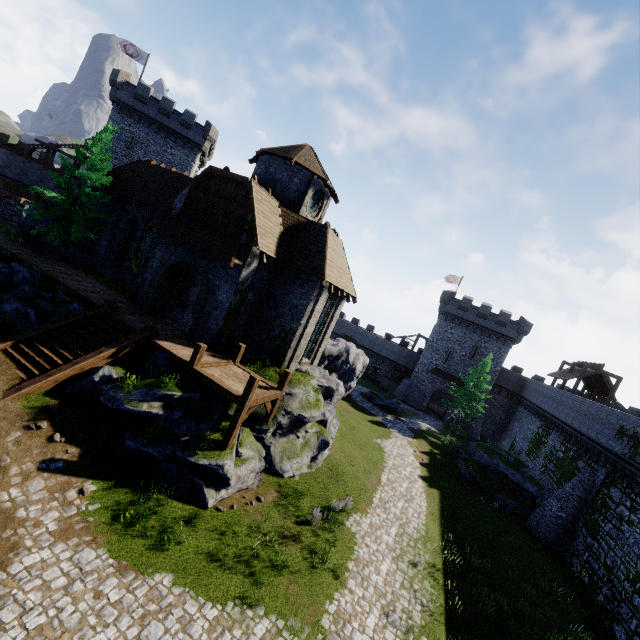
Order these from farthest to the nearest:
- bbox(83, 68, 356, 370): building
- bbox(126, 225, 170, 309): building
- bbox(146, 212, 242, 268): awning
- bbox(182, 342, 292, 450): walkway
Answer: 1. bbox(126, 225, 170, 309): building
2. bbox(83, 68, 356, 370): building
3. bbox(146, 212, 242, 268): awning
4. bbox(182, 342, 292, 450): walkway

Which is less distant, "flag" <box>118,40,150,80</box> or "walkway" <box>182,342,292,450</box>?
"walkway" <box>182,342,292,450</box>

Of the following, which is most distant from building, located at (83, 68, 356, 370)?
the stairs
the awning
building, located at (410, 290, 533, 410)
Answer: building, located at (410, 290, 533, 410)

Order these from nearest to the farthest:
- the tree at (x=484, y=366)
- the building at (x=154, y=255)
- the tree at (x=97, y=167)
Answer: the building at (x=154, y=255)
the tree at (x=97, y=167)
the tree at (x=484, y=366)

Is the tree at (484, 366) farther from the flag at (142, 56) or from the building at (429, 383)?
the flag at (142, 56)

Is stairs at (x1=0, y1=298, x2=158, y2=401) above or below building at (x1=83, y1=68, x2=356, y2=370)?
below

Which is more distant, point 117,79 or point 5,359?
point 117,79
